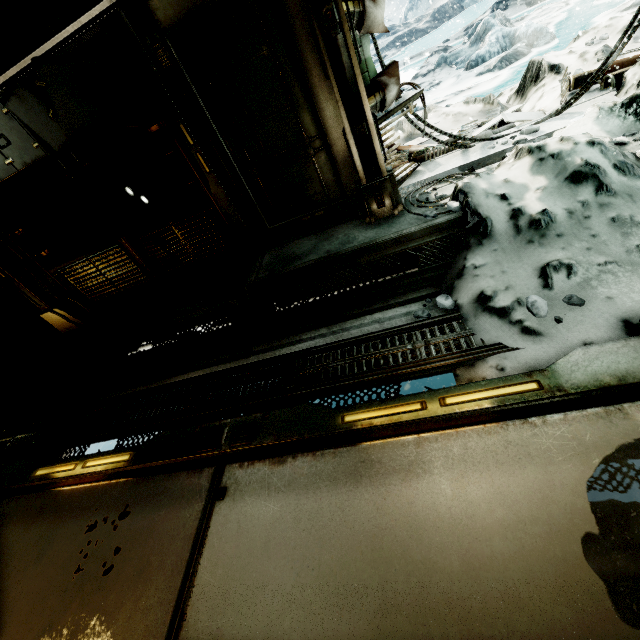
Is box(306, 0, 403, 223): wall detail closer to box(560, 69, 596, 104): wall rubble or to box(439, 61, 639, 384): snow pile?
box(439, 61, 639, 384): snow pile

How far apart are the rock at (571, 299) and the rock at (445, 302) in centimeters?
81cm

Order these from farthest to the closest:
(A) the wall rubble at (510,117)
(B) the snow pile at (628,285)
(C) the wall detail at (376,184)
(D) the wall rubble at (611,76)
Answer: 1. (A) the wall rubble at (510,117)
2. (D) the wall rubble at (611,76)
3. (C) the wall detail at (376,184)
4. (B) the snow pile at (628,285)

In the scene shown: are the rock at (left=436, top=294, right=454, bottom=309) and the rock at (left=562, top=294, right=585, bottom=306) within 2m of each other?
yes

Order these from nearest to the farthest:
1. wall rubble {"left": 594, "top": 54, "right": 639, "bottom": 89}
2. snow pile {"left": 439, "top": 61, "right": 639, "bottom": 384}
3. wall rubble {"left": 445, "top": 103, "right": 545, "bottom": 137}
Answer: snow pile {"left": 439, "top": 61, "right": 639, "bottom": 384} < wall rubble {"left": 594, "top": 54, "right": 639, "bottom": 89} < wall rubble {"left": 445, "top": 103, "right": 545, "bottom": 137}

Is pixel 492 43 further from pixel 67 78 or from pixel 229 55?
pixel 67 78

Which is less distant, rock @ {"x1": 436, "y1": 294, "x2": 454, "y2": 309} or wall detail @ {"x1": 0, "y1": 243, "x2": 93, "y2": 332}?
rock @ {"x1": 436, "y1": 294, "x2": 454, "y2": 309}

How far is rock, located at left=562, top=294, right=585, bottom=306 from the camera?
2.38m
